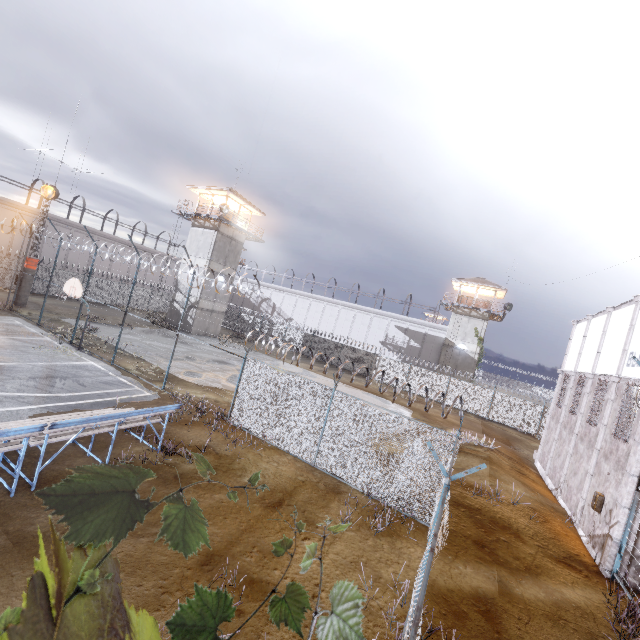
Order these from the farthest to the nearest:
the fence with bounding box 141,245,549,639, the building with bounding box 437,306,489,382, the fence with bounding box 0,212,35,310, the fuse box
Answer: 1. the building with bounding box 437,306,489,382
2. the fence with bounding box 0,212,35,310
3. the fuse box
4. the fence with bounding box 141,245,549,639

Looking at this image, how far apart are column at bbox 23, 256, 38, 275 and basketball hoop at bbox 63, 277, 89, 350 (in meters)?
11.12

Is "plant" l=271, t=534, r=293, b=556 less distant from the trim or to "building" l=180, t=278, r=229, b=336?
the trim

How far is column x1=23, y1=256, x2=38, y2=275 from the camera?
23.6m

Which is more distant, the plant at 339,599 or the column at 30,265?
the column at 30,265

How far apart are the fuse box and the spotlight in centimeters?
3493cm

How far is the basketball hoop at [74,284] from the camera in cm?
1585

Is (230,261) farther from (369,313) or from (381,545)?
(381,545)
